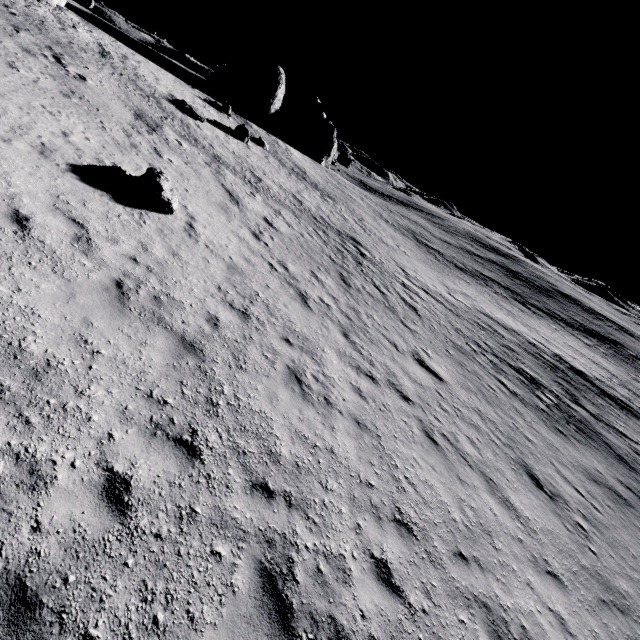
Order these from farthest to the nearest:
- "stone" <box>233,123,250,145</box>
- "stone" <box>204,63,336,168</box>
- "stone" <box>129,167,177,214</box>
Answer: "stone" <box>204,63,336,168</box>
"stone" <box>233,123,250,145</box>
"stone" <box>129,167,177,214</box>

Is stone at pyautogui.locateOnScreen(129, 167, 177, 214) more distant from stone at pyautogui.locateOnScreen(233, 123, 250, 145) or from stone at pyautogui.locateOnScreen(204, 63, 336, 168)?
stone at pyautogui.locateOnScreen(204, 63, 336, 168)

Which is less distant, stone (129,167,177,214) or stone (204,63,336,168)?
stone (129,167,177,214)

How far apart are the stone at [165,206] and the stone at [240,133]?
20.0 meters

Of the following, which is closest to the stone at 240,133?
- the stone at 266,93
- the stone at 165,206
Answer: the stone at 266,93

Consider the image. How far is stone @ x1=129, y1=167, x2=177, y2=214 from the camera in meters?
9.8 m

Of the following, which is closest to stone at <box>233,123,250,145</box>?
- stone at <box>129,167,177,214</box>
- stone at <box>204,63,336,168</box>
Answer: stone at <box>204,63,336,168</box>

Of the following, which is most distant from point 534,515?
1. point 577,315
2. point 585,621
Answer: point 577,315
